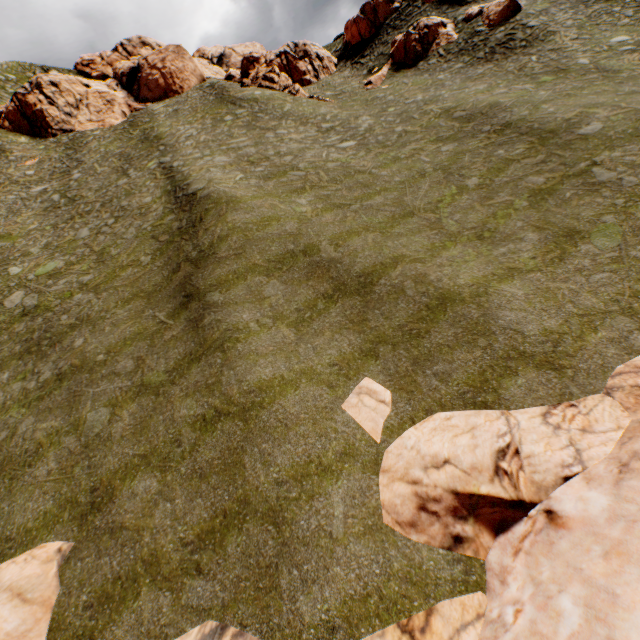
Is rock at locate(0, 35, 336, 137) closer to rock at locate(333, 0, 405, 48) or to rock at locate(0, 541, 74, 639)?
rock at locate(333, 0, 405, 48)

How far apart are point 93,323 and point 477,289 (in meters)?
18.22

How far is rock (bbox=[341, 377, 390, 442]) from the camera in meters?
9.9 m

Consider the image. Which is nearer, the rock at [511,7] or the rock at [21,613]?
the rock at [21,613]

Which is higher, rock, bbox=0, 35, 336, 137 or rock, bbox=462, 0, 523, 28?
rock, bbox=0, 35, 336, 137

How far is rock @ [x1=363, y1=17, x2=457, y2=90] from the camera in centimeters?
3238cm
